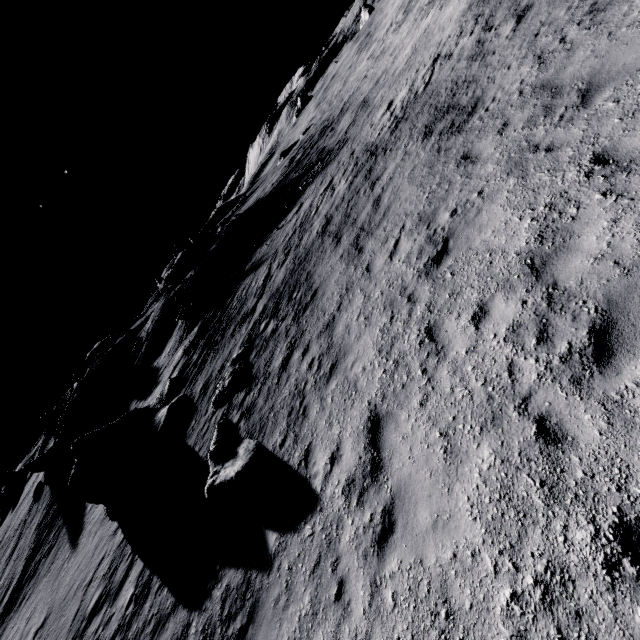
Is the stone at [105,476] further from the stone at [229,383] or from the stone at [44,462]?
the stone at [44,462]

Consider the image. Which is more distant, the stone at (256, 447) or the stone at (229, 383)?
the stone at (229, 383)

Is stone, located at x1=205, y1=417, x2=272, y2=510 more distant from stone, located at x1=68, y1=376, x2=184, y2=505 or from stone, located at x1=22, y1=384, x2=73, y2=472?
stone, located at x1=22, y1=384, x2=73, y2=472

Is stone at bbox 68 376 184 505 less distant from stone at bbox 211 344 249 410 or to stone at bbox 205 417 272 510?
stone at bbox 211 344 249 410

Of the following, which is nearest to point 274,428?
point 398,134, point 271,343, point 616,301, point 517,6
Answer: point 271,343

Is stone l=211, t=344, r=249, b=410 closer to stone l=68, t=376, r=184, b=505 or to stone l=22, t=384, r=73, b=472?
stone l=68, t=376, r=184, b=505

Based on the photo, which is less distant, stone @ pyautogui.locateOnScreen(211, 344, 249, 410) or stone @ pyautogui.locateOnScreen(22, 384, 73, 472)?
stone @ pyautogui.locateOnScreen(211, 344, 249, 410)

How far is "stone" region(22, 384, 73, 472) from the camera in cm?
3384
